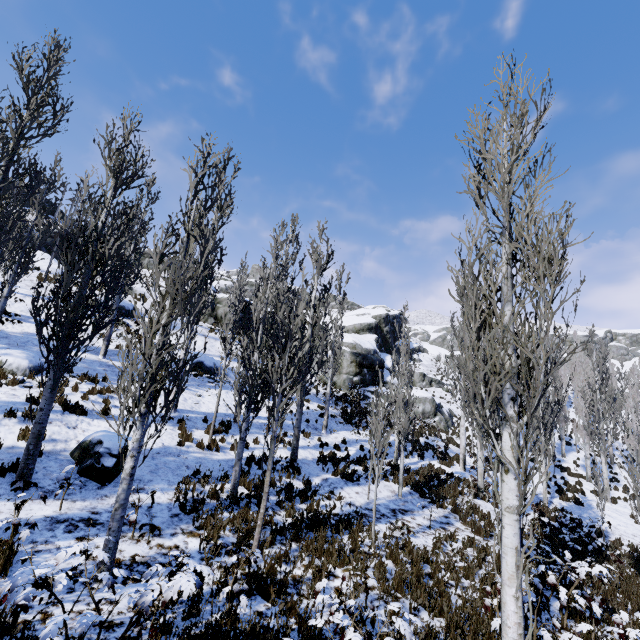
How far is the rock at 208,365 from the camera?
19.0 meters

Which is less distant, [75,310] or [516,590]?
[516,590]

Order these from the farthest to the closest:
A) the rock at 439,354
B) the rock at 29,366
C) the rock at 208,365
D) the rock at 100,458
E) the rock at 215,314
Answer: the rock at 439,354 → the rock at 215,314 → the rock at 208,365 → the rock at 29,366 → the rock at 100,458

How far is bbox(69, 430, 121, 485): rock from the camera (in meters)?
7.58

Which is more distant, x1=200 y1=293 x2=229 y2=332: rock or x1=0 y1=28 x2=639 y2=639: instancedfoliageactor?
x1=200 y1=293 x2=229 y2=332: rock

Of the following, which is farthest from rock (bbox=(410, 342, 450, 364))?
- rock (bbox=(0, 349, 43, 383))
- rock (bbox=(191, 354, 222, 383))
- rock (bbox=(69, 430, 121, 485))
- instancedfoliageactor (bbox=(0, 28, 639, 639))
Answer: rock (bbox=(69, 430, 121, 485))

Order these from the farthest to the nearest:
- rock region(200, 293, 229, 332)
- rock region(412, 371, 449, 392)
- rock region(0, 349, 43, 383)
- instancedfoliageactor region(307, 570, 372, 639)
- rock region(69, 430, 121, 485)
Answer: rock region(412, 371, 449, 392) → rock region(200, 293, 229, 332) → rock region(0, 349, 43, 383) → rock region(69, 430, 121, 485) → instancedfoliageactor region(307, 570, 372, 639)

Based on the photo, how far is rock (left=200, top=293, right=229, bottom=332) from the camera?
30.1 meters
